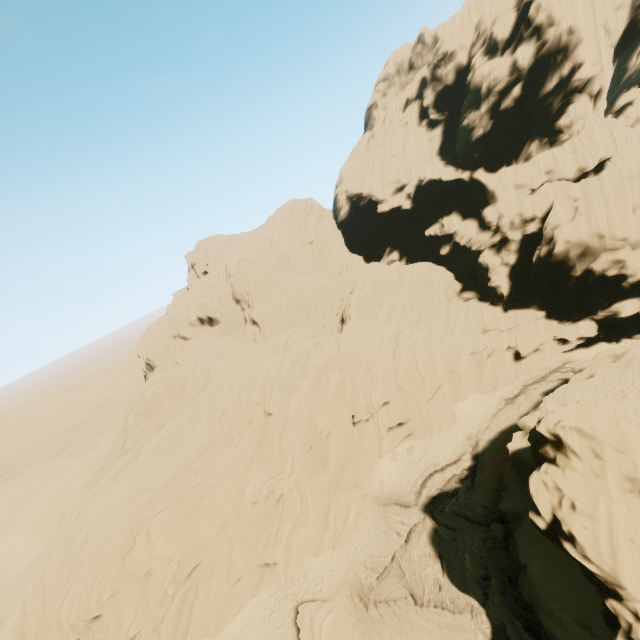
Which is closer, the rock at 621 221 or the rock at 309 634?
the rock at 621 221

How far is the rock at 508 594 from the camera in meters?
18.4

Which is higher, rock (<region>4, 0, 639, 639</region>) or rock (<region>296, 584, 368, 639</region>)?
rock (<region>4, 0, 639, 639</region>)

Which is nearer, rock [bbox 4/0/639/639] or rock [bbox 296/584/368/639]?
rock [bbox 4/0/639/639]

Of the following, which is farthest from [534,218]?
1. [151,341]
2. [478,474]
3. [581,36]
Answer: [151,341]

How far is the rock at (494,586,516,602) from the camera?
18.4 meters
